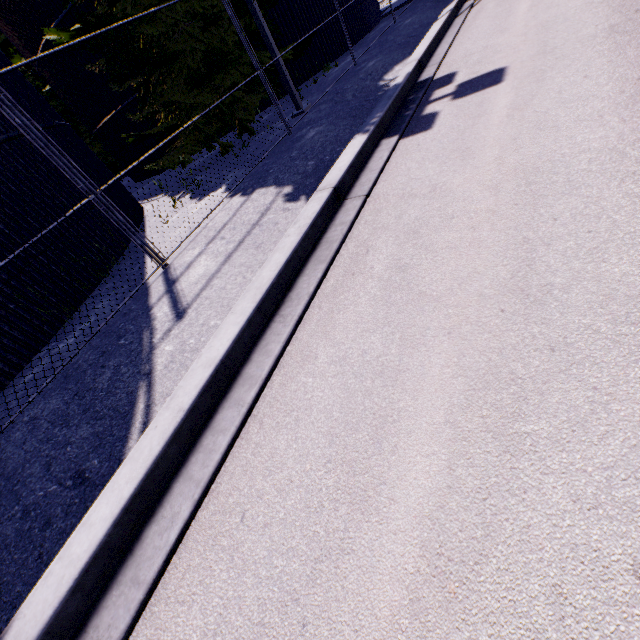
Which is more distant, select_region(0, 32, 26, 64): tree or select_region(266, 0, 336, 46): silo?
select_region(0, 32, 26, 64): tree

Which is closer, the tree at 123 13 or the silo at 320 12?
the tree at 123 13

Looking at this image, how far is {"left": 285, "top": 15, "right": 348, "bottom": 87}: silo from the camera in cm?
1398

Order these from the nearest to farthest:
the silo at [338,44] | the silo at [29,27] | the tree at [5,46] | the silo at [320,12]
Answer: the silo at [29,27], the silo at [320,12], the silo at [338,44], the tree at [5,46]

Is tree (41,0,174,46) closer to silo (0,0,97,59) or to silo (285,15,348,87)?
silo (285,15,348,87)

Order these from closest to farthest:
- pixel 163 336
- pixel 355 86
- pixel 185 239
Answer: pixel 163 336 < pixel 185 239 < pixel 355 86

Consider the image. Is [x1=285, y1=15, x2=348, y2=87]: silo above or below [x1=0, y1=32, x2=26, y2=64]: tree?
below
